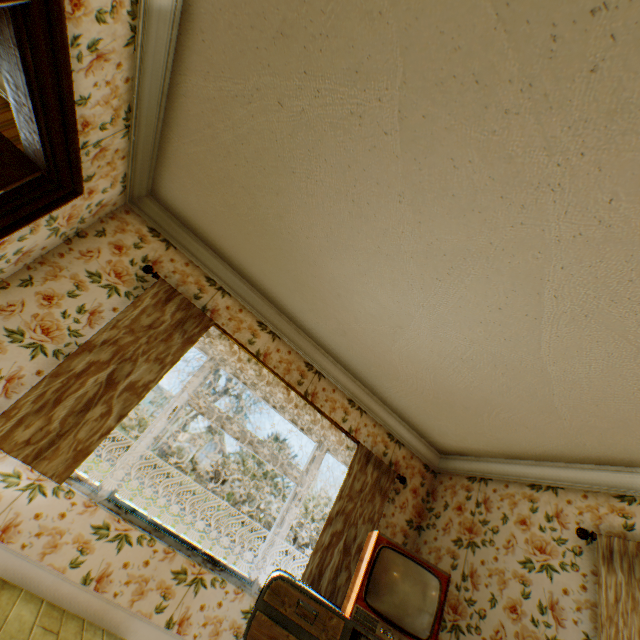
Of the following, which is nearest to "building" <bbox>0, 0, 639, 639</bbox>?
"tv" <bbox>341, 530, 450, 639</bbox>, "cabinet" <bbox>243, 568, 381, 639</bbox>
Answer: "cabinet" <bbox>243, 568, 381, 639</bbox>

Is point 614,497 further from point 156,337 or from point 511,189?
point 156,337

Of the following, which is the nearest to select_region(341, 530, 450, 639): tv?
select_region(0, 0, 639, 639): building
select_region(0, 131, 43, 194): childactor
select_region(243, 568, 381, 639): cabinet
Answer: select_region(243, 568, 381, 639): cabinet

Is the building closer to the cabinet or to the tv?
the cabinet

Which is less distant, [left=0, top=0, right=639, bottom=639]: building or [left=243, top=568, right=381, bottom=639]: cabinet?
[left=0, top=0, right=639, bottom=639]: building

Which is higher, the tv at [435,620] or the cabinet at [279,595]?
the tv at [435,620]

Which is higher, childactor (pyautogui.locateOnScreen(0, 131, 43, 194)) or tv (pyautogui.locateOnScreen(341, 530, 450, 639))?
childactor (pyautogui.locateOnScreen(0, 131, 43, 194))

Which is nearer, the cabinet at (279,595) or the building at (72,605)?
the building at (72,605)
